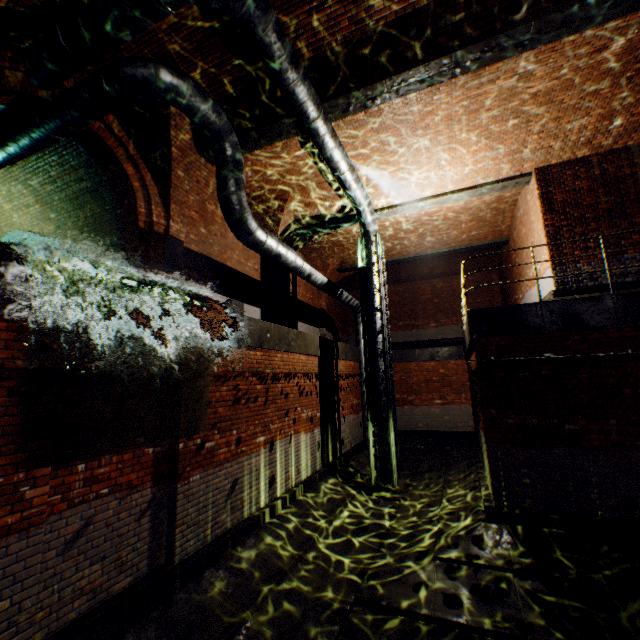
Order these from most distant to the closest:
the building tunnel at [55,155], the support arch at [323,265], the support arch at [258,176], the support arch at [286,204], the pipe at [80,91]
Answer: the support arch at [323,265], the support arch at [286,204], the support arch at [258,176], the building tunnel at [55,155], the pipe at [80,91]

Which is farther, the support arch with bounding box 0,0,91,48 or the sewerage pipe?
the sewerage pipe

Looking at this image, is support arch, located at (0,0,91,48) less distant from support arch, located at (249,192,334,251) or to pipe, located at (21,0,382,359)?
pipe, located at (21,0,382,359)

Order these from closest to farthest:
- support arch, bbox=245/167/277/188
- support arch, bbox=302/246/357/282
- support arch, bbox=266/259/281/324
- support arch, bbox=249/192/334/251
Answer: support arch, bbox=245/167/277/188 < support arch, bbox=249/192/334/251 < support arch, bbox=266/259/281/324 < support arch, bbox=302/246/357/282

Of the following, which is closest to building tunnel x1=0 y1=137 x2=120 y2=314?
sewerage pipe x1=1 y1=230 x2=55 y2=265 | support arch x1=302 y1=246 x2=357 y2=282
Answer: sewerage pipe x1=1 y1=230 x2=55 y2=265

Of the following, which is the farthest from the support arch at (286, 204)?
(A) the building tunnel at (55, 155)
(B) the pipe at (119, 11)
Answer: (A) the building tunnel at (55, 155)

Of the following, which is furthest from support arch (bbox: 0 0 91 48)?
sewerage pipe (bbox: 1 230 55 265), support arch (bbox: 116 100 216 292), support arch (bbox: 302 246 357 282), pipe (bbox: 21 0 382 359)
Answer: support arch (bbox: 302 246 357 282)

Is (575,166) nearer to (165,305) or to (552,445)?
(552,445)
